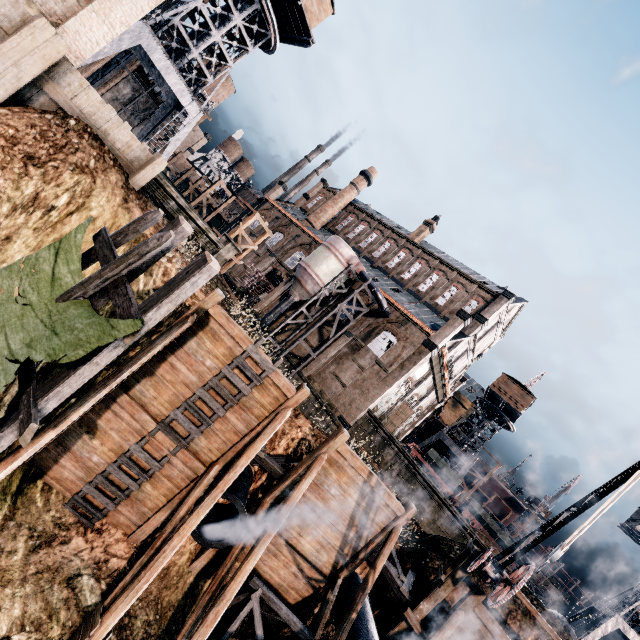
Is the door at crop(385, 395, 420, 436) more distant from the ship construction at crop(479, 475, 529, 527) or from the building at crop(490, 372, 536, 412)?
the ship construction at crop(479, 475, 529, 527)

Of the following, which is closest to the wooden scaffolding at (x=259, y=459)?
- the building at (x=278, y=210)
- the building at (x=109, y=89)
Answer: the building at (x=278, y=210)

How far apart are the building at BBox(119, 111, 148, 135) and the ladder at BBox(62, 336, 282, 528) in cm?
4305

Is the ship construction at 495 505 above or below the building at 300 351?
above

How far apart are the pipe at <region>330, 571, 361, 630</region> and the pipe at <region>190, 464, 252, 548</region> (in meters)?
5.85

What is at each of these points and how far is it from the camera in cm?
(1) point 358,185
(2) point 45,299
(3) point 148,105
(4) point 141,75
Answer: (1) chimney, 5072
(2) cloth, 788
(3) building, 3984
(4) building, 4216

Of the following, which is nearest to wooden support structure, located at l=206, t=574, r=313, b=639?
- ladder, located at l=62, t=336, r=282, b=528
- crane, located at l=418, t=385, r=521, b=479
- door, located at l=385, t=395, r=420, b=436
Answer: ladder, located at l=62, t=336, r=282, b=528

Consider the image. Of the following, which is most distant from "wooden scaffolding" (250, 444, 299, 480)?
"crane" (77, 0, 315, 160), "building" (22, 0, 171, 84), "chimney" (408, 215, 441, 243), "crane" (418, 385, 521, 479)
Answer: "chimney" (408, 215, 441, 243)
